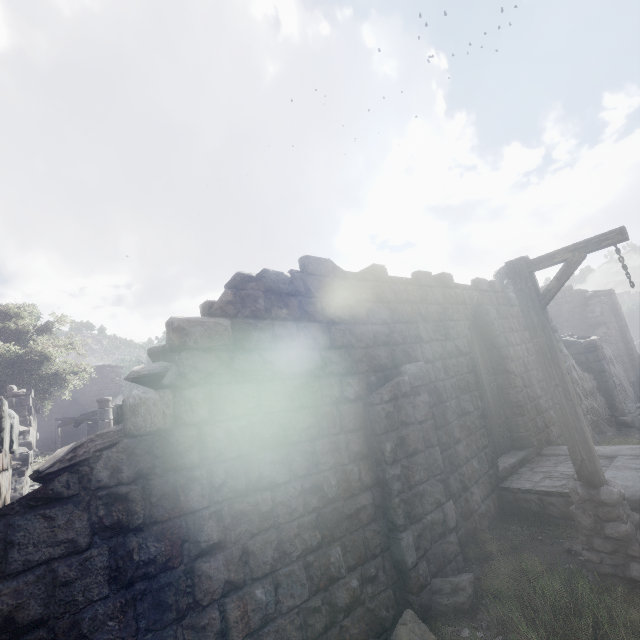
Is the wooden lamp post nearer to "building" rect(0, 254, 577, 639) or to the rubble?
"building" rect(0, 254, 577, 639)

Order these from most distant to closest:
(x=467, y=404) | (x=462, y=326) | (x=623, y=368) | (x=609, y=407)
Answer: (x=623, y=368) → (x=609, y=407) → (x=462, y=326) → (x=467, y=404)

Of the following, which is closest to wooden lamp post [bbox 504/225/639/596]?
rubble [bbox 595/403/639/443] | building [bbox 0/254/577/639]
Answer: building [bbox 0/254/577/639]

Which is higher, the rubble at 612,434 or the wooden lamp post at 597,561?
the wooden lamp post at 597,561

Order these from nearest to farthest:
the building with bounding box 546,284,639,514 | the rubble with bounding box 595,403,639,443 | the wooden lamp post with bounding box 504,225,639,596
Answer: the wooden lamp post with bounding box 504,225,639,596, the building with bounding box 546,284,639,514, the rubble with bounding box 595,403,639,443

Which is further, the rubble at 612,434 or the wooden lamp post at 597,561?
the rubble at 612,434
